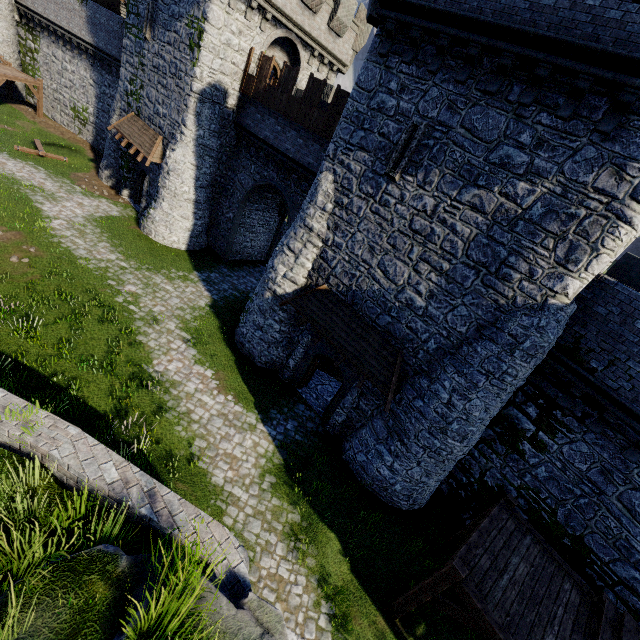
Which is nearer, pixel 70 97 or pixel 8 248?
pixel 8 248

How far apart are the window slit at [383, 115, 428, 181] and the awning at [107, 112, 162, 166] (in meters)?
15.46

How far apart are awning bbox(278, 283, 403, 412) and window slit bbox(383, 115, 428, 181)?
4.6 meters

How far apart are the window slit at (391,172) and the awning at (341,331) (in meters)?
4.56

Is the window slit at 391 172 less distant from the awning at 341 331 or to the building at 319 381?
the building at 319 381

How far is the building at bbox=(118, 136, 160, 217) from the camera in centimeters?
2120cm

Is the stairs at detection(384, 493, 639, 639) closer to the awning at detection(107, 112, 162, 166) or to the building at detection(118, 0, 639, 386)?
the building at detection(118, 0, 639, 386)

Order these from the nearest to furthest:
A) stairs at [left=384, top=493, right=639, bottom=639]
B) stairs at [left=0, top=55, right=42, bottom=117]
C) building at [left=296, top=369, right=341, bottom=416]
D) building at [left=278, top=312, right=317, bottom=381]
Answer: stairs at [left=384, top=493, right=639, bottom=639] < building at [left=278, top=312, right=317, bottom=381] < building at [left=296, top=369, right=341, bottom=416] < stairs at [left=0, top=55, right=42, bottom=117]
